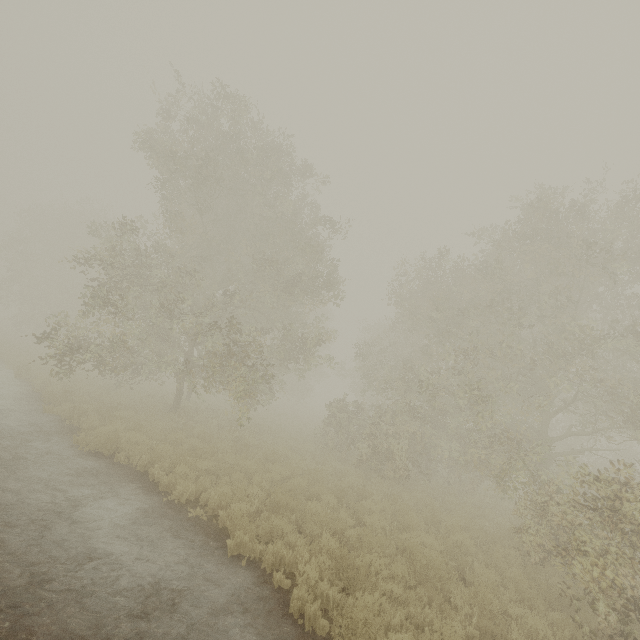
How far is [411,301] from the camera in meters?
17.4
